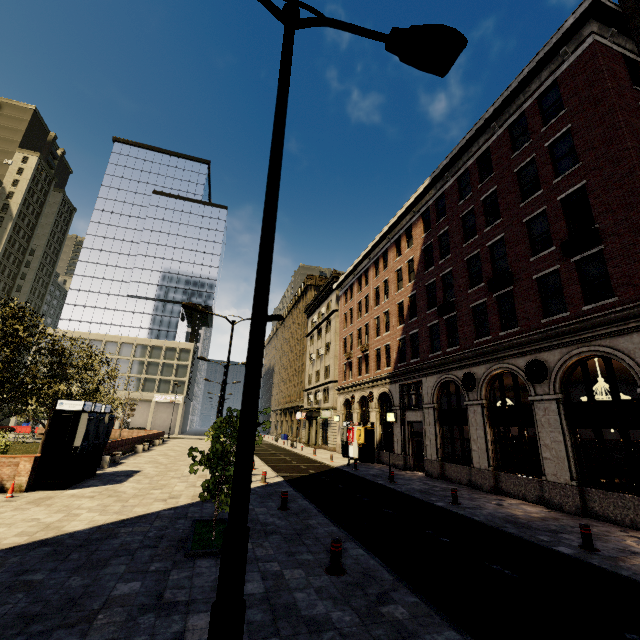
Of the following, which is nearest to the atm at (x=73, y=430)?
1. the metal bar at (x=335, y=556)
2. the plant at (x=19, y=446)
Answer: the metal bar at (x=335, y=556)

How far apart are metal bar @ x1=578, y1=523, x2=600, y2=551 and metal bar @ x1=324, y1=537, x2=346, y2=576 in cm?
661

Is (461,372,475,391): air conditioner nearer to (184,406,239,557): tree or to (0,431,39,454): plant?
(184,406,239,557): tree

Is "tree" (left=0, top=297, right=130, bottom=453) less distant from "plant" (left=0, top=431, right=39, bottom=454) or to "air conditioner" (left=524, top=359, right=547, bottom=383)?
"plant" (left=0, top=431, right=39, bottom=454)

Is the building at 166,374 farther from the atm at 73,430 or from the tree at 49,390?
the atm at 73,430

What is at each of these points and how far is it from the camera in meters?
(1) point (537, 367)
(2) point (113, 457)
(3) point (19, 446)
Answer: (1) air conditioner, 13.8 m
(2) bench, 20.3 m
(3) plant, 26.3 m

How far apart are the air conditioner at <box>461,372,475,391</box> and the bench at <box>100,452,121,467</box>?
20.3m

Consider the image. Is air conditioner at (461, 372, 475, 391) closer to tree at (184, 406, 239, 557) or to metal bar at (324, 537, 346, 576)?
tree at (184, 406, 239, 557)
